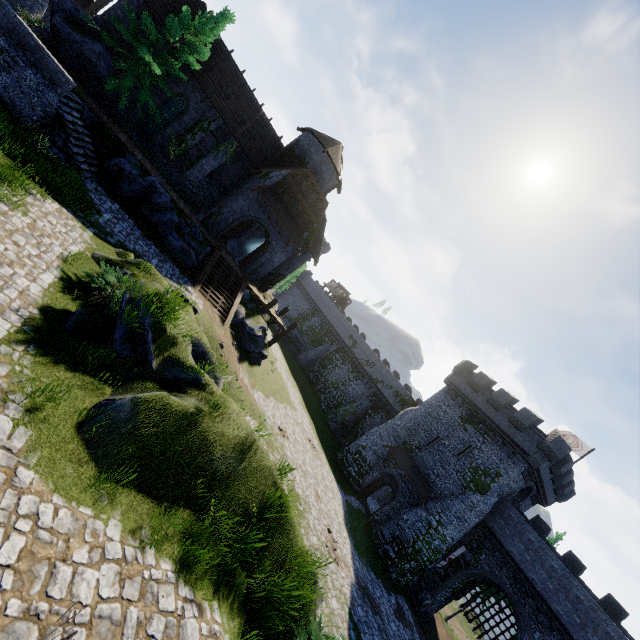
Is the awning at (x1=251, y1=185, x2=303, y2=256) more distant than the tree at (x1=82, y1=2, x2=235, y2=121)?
Yes

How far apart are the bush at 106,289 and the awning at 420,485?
26.1m

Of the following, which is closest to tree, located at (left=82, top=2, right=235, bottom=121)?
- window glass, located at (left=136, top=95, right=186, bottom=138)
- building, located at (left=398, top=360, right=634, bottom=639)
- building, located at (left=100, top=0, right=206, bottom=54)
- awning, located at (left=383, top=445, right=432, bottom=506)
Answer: building, located at (left=100, top=0, right=206, bottom=54)

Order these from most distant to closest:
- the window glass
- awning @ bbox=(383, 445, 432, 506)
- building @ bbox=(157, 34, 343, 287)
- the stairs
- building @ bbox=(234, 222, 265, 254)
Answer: building @ bbox=(234, 222, 265, 254), awning @ bbox=(383, 445, 432, 506), building @ bbox=(157, 34, 343, 287), the window glass, the stairs

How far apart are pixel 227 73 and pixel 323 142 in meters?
8.6 m

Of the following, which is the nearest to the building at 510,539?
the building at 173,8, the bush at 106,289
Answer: the building at 173,8

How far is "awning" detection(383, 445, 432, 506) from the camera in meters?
27.2 m

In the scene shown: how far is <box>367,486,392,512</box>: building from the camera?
33.5 meters
